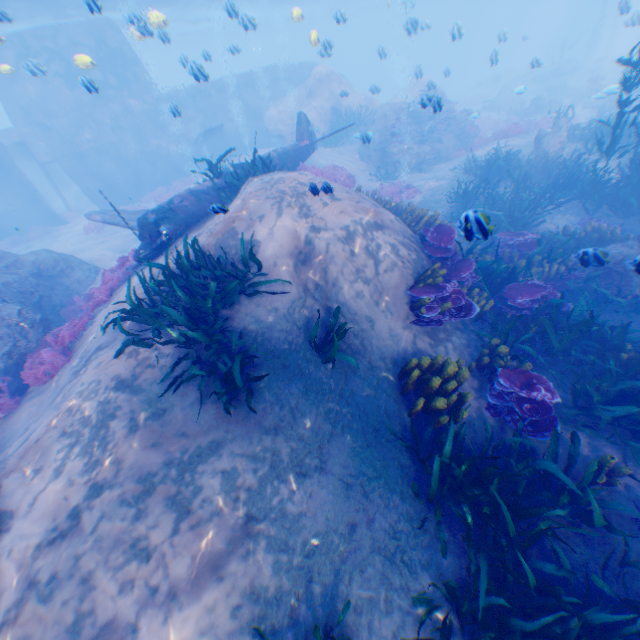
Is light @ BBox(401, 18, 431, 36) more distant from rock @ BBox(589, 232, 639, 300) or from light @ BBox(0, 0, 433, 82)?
light @ BBox(0, 0, 433, 82)

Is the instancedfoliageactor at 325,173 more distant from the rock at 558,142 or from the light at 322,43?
the light at 322,43

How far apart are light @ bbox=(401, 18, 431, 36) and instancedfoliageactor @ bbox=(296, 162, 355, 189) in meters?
5.2

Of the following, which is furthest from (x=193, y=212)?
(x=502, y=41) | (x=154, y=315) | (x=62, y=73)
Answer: (x=62, y=73)

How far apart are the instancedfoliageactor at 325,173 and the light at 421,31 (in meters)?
5.23

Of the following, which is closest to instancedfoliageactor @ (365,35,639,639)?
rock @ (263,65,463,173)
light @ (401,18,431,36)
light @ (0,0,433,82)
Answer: rock @ (263,65,463,173)

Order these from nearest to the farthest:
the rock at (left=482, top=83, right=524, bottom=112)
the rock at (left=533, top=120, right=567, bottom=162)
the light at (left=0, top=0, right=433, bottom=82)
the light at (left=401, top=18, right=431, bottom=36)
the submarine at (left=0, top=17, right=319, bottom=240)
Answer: the light at (left=0, top=0, right=433, bottom=82), the light at (left=401, top=18, right=431, bottom=36), the rock at (left=533, top=120, right=567, bottom=162), the submarine at (left=0, top=17, right=319, bottom=240), the rock at (left=482, top=83, right=524, bottom=112)

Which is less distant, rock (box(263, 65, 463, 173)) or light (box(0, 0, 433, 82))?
light (box(0, 0, 433, 82))
